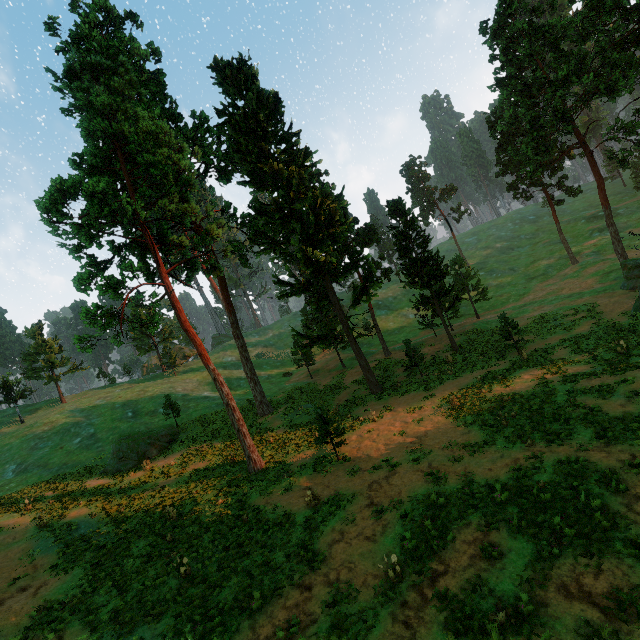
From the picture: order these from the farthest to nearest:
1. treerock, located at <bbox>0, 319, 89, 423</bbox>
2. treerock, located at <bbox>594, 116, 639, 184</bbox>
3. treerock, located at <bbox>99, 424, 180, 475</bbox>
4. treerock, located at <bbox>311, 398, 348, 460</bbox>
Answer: treerock, located at <bbox>0, 319, 89, 423</bbox>
treerock, located at <bbox>594, 116, 639, 184</bbox>
treerock, located at <bbox>99, 424, 180, 475</bbox>
treerock, located at <bbox>311, 398, 348, 460</bbox>

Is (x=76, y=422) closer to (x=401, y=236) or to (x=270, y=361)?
(x=270, y=361)

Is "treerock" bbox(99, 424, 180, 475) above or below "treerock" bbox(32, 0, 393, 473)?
below

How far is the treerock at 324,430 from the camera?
18.02m

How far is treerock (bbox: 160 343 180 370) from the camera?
55.7 meters

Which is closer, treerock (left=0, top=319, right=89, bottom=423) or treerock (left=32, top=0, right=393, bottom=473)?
treerock (left=32, top=0, right=393, bottom=473)

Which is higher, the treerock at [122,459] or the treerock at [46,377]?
the treerock at [46,377]
